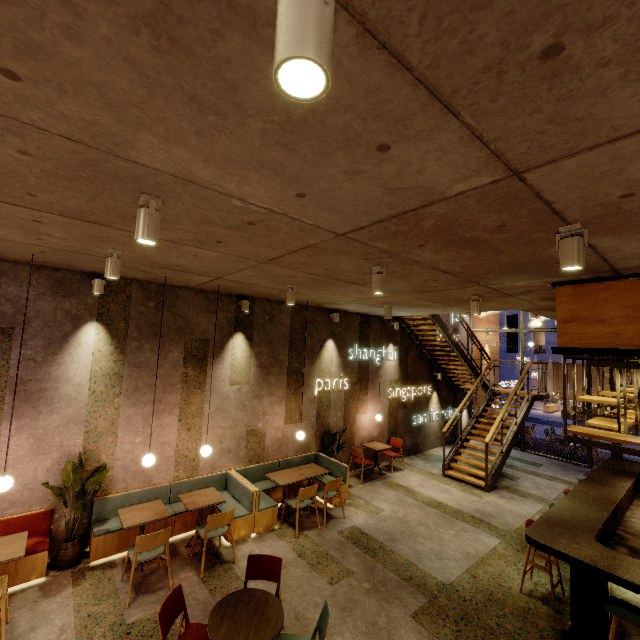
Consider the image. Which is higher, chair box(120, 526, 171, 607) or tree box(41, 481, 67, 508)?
tree box(41, 481, 67, 508)

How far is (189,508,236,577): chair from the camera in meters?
5.0

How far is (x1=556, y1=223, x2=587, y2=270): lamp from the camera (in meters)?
2.50

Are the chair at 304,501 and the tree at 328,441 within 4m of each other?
yes

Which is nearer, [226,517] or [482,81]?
[482,81]

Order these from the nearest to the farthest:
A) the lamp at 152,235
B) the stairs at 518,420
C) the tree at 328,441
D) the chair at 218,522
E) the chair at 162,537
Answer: the lamp at 152,235, the chair at 162,537, the chair at 218,522, the tree at 328,441, the stairs at 518,420

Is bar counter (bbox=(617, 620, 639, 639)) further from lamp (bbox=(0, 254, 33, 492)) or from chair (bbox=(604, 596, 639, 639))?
lamp (bbox=(0, 254, 33, 492))

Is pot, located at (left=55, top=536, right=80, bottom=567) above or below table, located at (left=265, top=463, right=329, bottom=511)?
below
